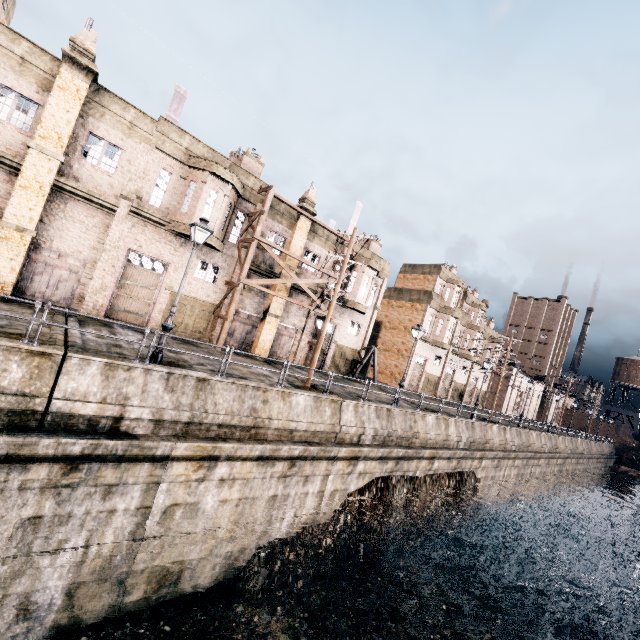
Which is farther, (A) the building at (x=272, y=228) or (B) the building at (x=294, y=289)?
(B) the building at (x=294, y=289)

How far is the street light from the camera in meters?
11.9

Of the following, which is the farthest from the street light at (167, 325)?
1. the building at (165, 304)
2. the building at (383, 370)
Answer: the building at (383, 370)

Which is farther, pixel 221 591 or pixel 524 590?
pixel 524 590

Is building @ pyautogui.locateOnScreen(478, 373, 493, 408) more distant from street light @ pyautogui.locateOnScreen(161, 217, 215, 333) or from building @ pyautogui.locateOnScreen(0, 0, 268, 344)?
street light @ pyautogui.locateOnScreen(161, 217, 215, 333)

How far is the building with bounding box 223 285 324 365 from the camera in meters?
24.4

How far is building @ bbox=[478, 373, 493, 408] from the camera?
52.2m
